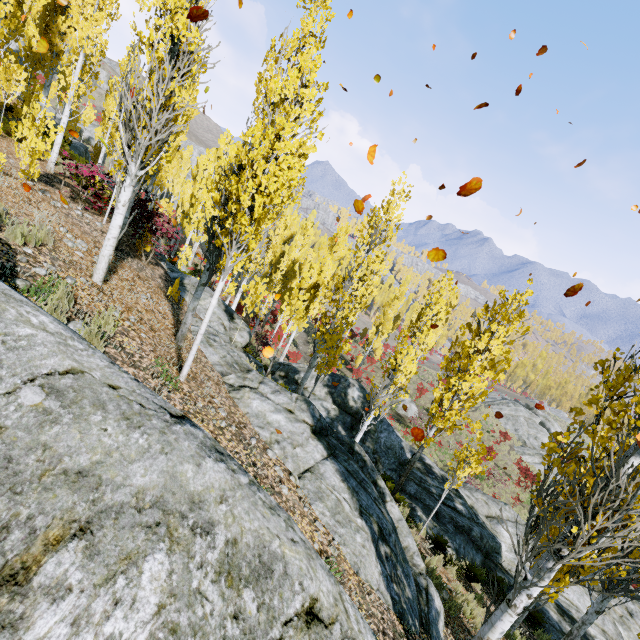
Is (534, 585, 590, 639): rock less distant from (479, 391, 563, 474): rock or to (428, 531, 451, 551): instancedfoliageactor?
(428, 531, 451, 551): instancedfoliageactor

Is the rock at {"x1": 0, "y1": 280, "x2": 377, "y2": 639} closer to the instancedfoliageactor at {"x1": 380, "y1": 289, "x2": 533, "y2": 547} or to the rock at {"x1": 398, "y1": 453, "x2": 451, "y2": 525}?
the instancedfoliageactor at {"x1": 380, "y1": 289, "x2": 533, "y2": 547}

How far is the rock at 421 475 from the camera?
12.6 meters

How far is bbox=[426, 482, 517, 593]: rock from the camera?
12.0m

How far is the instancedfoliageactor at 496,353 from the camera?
7.35m

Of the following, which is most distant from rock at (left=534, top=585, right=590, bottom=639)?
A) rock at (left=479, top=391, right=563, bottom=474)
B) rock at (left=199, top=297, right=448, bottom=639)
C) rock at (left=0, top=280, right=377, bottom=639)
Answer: rock at (left=479, top=391, right=563, bottom=474)

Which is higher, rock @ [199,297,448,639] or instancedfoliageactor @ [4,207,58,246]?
instancedfoliageactor @ [4,207,58,246]

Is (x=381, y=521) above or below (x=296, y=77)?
below
